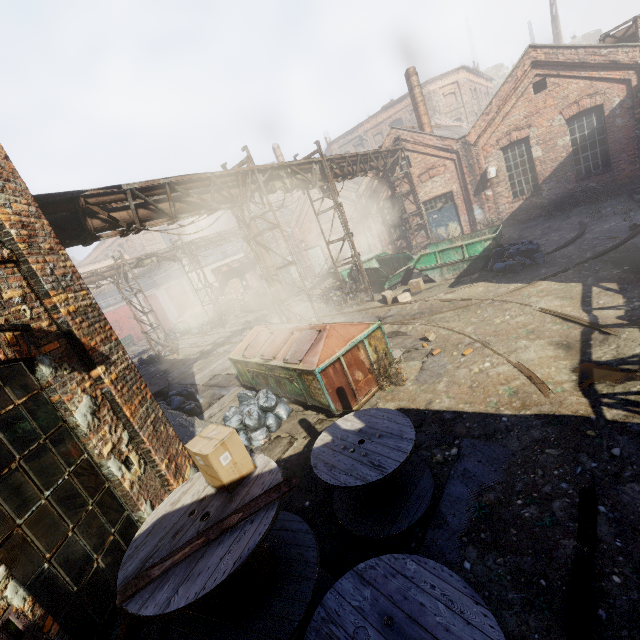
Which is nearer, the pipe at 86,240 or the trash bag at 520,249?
the pipe at 86,240

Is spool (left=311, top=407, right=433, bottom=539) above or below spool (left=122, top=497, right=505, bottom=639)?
below

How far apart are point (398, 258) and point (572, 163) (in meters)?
8.94

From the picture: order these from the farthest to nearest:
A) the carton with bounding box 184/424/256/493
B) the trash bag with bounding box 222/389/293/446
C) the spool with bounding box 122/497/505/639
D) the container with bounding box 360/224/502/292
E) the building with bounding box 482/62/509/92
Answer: the building with bounding box 482/62/509/92, the container with bounding box 360/224/502/292, the trash bag with bounding box 222/389/293/446, the carton with bounding box 184/424/256/493, the spool with bounding box 122/497/505/639

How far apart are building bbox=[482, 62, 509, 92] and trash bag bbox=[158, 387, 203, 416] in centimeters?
6835cm

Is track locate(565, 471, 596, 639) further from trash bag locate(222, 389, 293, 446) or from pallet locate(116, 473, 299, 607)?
trash bag locate(222, 389, 293, 446)

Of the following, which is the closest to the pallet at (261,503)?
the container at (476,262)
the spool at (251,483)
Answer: the spool at (251,483)

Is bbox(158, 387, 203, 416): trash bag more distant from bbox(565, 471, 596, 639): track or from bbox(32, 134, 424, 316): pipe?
bbox(565, 471, 596, 639): track
